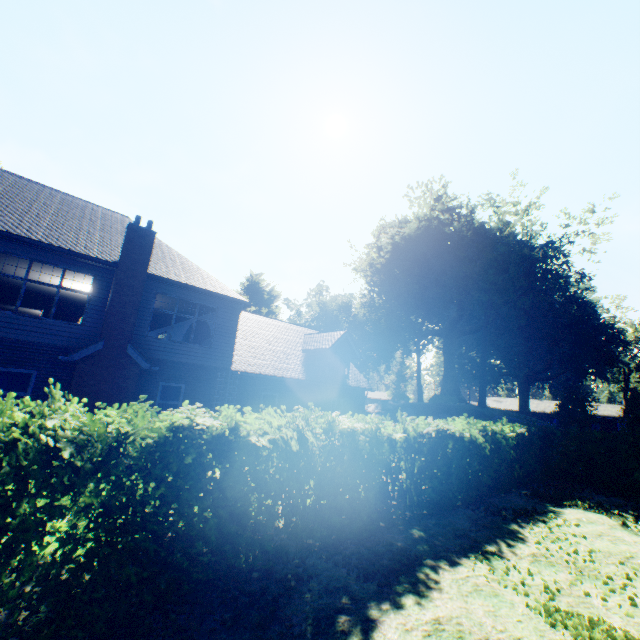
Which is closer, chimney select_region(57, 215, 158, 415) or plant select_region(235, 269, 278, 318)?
chimney select_region(57, 215, 158, 415)

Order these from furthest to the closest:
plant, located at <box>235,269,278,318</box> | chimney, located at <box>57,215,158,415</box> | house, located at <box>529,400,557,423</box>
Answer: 1. house, located at <box>529,400,557,423</box>
2. plant, located at <box>235,269,278,318</box>
3. chimney, located at <box>57,215,158,415</box>

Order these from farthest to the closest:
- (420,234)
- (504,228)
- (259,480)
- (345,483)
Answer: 1. (420,234)
2. (504,228)
3. (345,483)
4. (259,480)

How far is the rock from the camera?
31.61m

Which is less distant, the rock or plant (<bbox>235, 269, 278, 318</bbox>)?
the rock

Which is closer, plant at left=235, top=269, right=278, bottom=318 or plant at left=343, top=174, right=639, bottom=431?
plant at left=343, top=174, right=639, bottom=431

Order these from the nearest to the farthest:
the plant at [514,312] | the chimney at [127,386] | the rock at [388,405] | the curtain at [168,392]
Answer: the chimney at [127,386]
the curtain at [168,392]
the plant at [514,312]
the rock at [388,405]

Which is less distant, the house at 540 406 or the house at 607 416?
the house at 607 416
